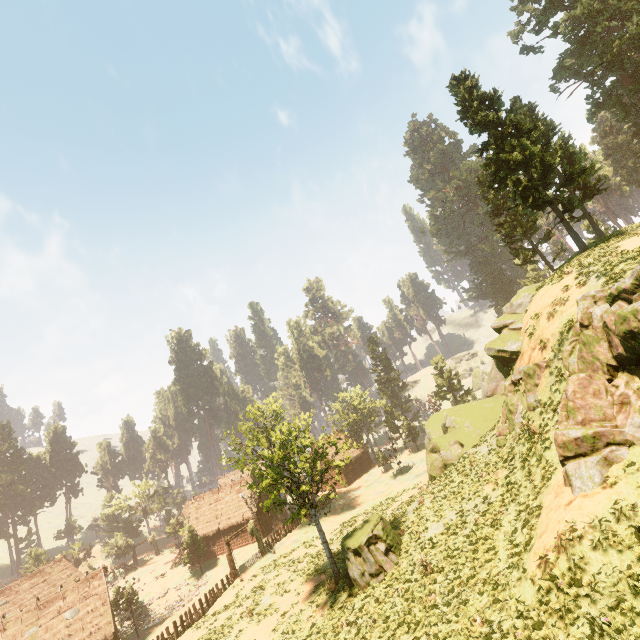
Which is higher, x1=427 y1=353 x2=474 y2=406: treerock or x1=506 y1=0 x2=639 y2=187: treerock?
x1=506 y1=0 x2=639 y2=187: treerock

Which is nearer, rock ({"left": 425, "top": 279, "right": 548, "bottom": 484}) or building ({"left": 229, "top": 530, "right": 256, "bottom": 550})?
rock ({"left": 425, "top": 279, "right": 548, "bottom": 484})

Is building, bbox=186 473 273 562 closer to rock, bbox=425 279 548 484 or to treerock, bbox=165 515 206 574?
treerock, bbox=165 515 206 574

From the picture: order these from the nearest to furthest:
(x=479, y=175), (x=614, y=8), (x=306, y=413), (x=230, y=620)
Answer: (x=230, y=620) < (x=614, y=8) < (x=479, y=175) < (x=306, y=413)

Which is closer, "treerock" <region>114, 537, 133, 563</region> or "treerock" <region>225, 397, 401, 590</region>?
"treerock" <region>225, 397, 401, 590</region>

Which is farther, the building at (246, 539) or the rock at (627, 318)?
the building at (246, 539)

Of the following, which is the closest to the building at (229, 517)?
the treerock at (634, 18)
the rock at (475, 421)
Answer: the treerock at (634, 18)

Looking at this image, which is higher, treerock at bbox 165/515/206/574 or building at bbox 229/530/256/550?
treerock at bbox 165/515/206/574
